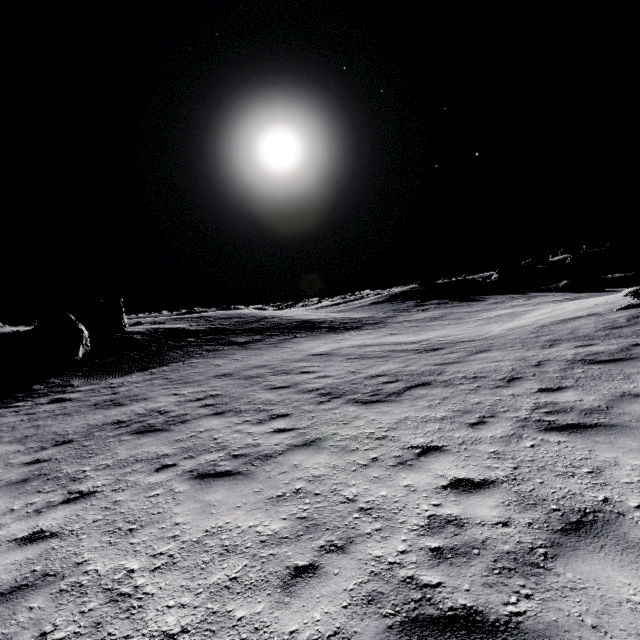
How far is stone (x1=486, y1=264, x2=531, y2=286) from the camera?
42.6m

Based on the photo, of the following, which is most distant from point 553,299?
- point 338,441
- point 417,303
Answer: point 338,441

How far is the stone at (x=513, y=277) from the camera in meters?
42.6 m

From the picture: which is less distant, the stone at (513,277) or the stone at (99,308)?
the stone at (99,308)

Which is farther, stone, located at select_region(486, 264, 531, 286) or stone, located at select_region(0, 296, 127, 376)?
stone, located at select_region(486, 264, 531, 286)
